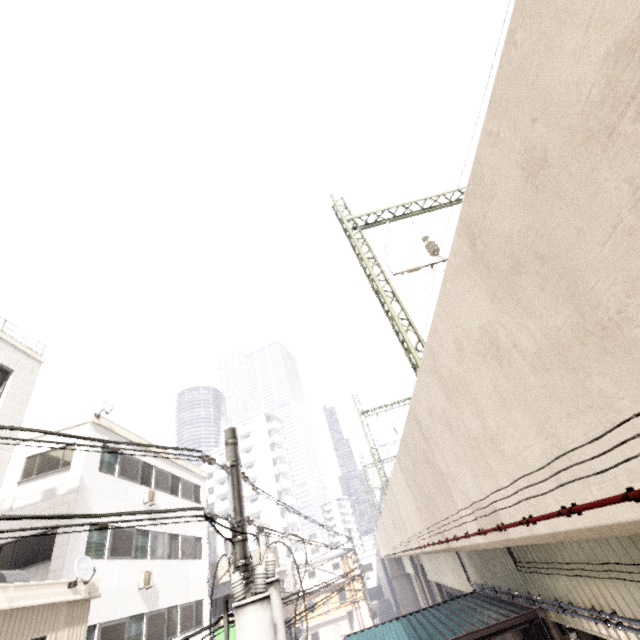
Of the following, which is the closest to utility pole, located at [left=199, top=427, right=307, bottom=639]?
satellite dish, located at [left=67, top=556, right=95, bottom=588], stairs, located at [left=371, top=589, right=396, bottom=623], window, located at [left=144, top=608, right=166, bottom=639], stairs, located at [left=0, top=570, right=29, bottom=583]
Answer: satellite dish, located at [left=67, top=556, right=95, bottom=588]

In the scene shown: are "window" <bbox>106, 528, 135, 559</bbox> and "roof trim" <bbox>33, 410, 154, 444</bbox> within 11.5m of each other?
yes

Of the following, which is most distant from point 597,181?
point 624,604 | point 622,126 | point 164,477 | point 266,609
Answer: point 164,477

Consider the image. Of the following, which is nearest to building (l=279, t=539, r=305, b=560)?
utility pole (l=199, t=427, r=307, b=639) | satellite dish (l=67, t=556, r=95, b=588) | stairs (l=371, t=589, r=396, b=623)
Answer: stairs (l=371, t=589, r=396, b=623)

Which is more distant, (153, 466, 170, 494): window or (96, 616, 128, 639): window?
(153, 466, 170, 494): window

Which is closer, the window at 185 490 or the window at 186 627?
the window at 186 627

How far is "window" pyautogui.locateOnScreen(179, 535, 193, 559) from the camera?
17.4m

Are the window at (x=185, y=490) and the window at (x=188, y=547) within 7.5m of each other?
yes
